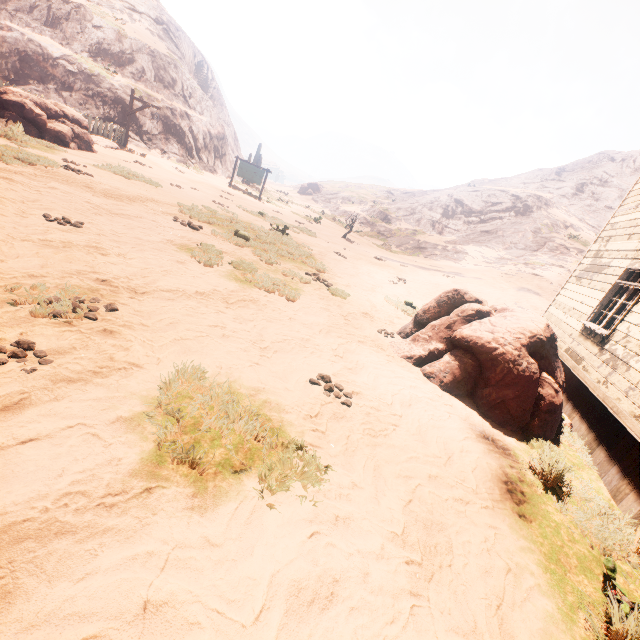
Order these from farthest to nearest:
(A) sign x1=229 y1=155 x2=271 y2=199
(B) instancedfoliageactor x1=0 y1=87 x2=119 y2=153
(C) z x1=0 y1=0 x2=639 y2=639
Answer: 1. (A) sign x1=229 y1=155 x2=271 y2=199
2. (B) instancedfoliageactor x1=0 y1=87 x2=119 y2=153
3. (C) z x1=0 y1=0 x2=639 y2=639

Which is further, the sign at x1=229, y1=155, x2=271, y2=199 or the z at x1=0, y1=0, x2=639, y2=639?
the sign at x1=229, y1=155, x2=271, y2=199

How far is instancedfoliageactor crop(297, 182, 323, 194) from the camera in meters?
54.0

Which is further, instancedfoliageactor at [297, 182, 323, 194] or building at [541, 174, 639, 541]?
instancedfoliageactor at [297, 182, 323, 194]

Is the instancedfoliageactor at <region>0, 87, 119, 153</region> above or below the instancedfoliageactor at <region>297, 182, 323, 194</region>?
below

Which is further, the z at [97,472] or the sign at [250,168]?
the sign at [250,168]

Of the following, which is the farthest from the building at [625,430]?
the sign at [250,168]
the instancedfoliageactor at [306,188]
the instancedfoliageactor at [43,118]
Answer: the instancedfoliageactor at [306,188]

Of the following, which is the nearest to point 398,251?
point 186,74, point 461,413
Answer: point 186,74
